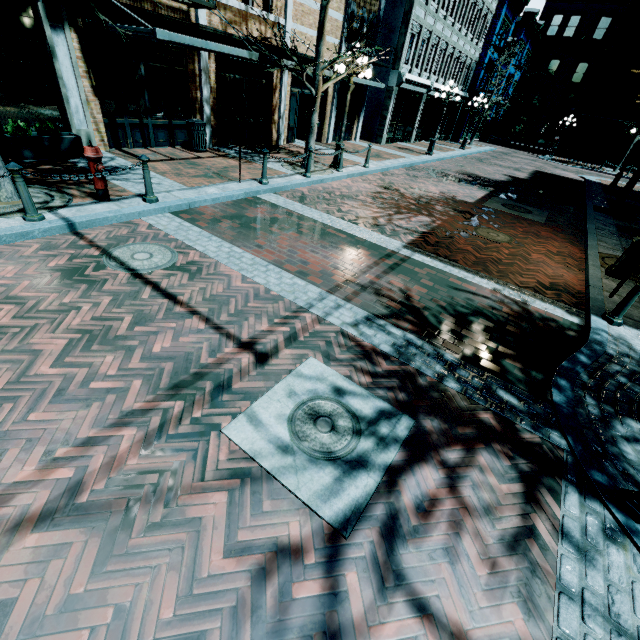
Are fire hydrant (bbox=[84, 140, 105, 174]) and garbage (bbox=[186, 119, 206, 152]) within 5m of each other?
no

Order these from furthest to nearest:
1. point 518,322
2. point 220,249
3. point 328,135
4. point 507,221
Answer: point 328,135, point 507,221, point 220,249, point 518,322

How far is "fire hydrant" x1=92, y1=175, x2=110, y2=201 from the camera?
6.0 meters

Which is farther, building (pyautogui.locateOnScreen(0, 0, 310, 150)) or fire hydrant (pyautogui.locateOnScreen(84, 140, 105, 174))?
building (pyautogui.locateOnScreen(0, 0, 310, 150))

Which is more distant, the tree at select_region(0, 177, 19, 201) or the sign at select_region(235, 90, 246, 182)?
the sign at select_region(235, 90, 246, 182)

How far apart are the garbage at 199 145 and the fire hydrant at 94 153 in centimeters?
556cm

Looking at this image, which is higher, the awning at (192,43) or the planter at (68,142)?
the awning at (192,43)

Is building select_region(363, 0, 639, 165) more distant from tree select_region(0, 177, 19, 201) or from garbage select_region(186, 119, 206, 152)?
garbage select_region(186, 119, 206, 152)
